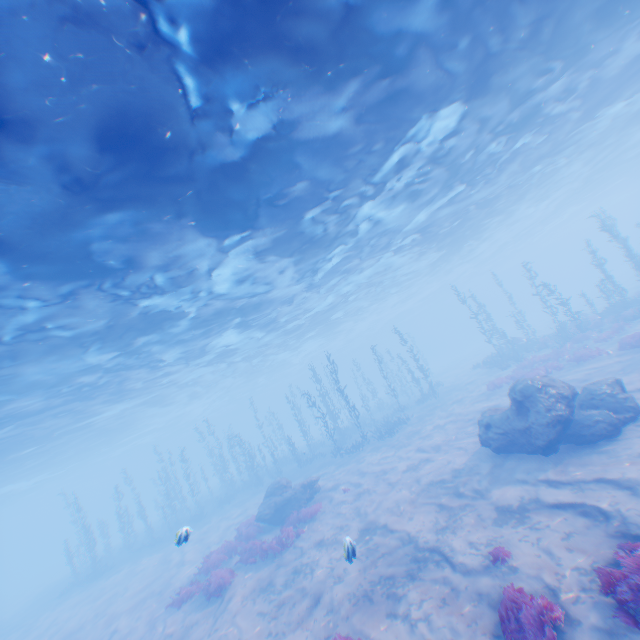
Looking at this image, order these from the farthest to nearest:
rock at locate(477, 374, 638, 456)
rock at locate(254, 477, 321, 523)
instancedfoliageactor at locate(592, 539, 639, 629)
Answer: rock at locate(254, 477, 321, 523) < rock at locate(477, 374, 638, 456) < instancedfoliageactor at locate(592, 539, 639, 629)

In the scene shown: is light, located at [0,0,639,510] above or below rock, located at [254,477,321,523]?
above

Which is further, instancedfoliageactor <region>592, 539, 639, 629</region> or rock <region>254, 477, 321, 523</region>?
rock <region>254, 477, 321, 523</region>

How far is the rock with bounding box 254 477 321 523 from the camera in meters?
18.1 m

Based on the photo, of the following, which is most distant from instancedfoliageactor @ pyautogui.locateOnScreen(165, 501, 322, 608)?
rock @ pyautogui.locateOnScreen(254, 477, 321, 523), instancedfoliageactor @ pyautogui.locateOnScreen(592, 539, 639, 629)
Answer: instancedfoliageactor @ pyautogui.locateOnScreen(592, 539, 639, 629)

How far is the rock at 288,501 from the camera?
18.1m

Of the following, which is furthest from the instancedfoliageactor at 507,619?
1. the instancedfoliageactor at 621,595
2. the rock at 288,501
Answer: the rock at 288,501

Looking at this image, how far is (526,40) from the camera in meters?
10.9 m
